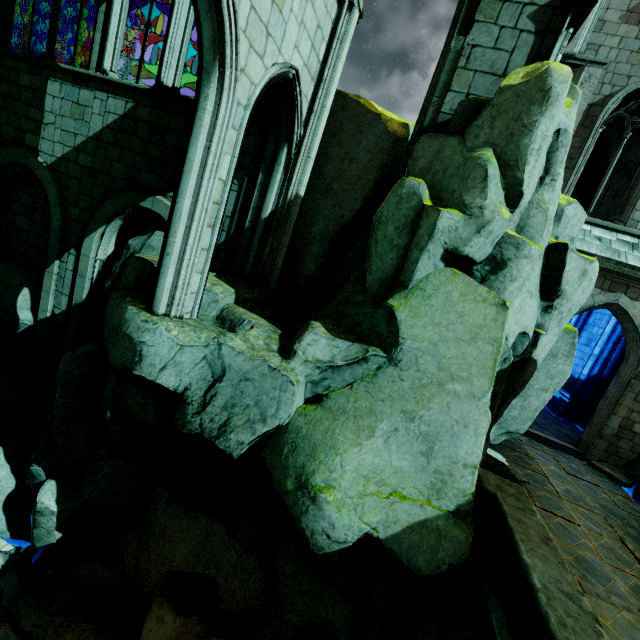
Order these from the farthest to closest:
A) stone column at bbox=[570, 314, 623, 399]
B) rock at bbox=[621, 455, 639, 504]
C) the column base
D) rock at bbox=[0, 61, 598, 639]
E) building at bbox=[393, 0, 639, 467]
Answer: the column base
stone column at bbox=[570, 314, 623, 399]
rock at bbox=[621, 455, 639, 504]
building at bbox=[393, 0, 639, 467]
rock at bbox=[0, 61, 598, 639]

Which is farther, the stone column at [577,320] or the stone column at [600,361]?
the stone column at [577,320]

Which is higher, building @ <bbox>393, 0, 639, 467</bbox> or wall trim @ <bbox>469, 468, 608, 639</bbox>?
building @ <bbox>393, 0, 639, 467</bbox>

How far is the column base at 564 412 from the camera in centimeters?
1429cm

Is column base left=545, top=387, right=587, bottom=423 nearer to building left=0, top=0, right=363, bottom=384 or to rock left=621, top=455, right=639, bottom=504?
building left=0, top=0, right=363, bottom=384

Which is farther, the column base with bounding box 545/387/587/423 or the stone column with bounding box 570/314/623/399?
the column base with bounding box 545/387/587/423

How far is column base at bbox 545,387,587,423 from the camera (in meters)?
14.29

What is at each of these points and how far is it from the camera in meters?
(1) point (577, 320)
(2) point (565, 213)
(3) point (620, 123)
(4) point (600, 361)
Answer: (1) stone column, 16.7 m
(2) rock, 7.1 m
(3) building, 12.2 m
(4) stone column, 13.9 m
